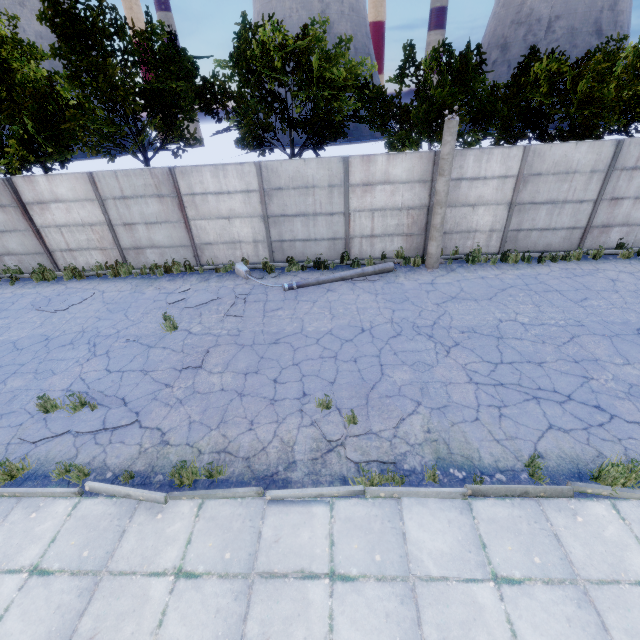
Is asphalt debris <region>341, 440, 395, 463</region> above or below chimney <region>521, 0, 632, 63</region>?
below

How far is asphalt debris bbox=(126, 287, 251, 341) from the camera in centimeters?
909cm

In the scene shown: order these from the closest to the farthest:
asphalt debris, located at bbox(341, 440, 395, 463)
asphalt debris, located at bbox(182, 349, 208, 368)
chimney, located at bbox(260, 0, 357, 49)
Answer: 1. asphalt debris, located at bbox(341, 440, 395, 463)
2. asphalt debris, located at bbox(182, 349, 208, 368)
3. chimney, located at bbox(260, 0, 357, 49)

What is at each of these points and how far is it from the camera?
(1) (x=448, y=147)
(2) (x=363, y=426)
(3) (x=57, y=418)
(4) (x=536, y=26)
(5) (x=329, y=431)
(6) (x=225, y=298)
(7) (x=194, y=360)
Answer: (1) lamp post, 9.6m
(2) asphalt debris, 5.9m
(3) asphalt debris, 6.5m
(4) chimney, 59.1m
(5) asphalt debris, 5.8m
(6) asphalt debris, 10.4m
(7) asphalt debris, 7.9m

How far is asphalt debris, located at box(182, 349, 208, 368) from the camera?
7.7 meters

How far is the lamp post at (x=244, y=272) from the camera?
10.7 meters

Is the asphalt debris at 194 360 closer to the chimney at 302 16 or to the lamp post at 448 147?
the lamp post at 448 147

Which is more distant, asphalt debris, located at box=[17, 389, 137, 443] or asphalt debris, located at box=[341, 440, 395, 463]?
asphalt debris, located at box=[17, 389, 137, 443]
